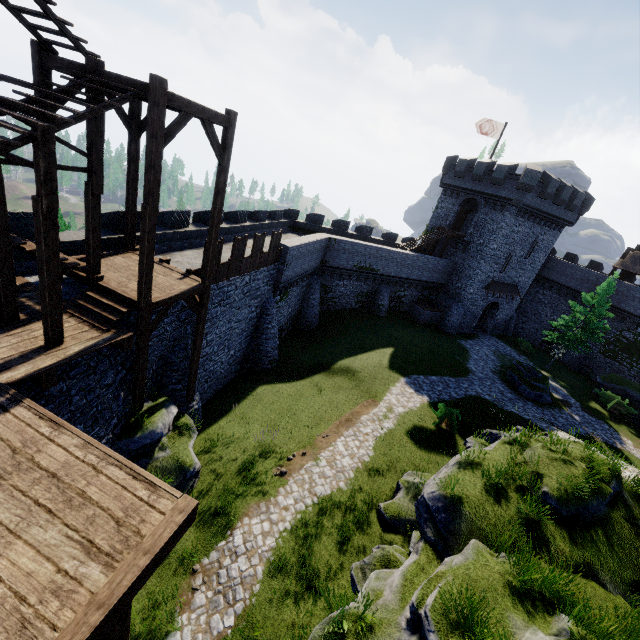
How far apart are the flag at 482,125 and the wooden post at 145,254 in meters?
35.1 m

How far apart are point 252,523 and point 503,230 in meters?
33.0 m

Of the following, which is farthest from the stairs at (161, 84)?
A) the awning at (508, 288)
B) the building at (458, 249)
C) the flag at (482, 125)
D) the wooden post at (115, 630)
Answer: the flag at (482, 125)

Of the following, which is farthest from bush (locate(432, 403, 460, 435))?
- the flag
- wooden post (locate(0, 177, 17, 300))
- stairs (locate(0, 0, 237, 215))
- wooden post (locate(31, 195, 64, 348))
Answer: the flag

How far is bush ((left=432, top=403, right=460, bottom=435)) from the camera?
18.6 meters

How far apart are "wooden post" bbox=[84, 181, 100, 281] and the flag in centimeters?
3550cm

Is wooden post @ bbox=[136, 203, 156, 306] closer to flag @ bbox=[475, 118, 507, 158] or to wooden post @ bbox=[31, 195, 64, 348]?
wooden post @ bbox=[31, 195, 64, 348]

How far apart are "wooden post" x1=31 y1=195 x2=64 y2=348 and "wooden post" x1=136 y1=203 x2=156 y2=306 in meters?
1.9
